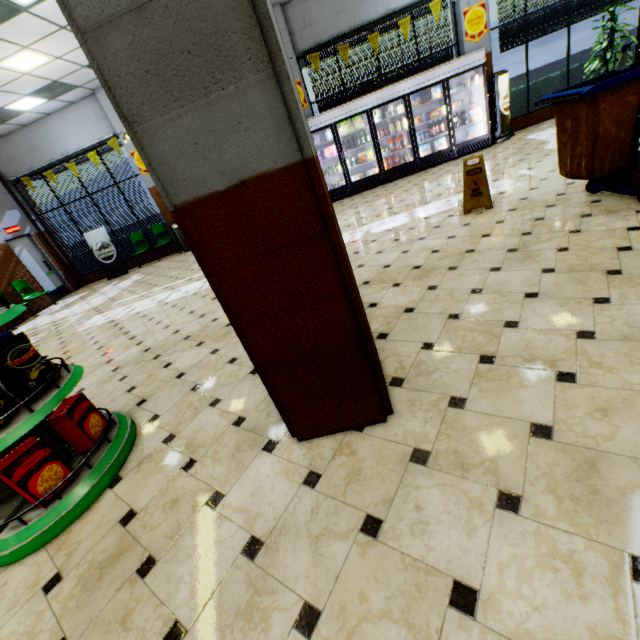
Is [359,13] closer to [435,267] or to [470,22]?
[470,22]

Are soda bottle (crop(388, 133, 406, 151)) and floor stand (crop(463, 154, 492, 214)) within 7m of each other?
yes

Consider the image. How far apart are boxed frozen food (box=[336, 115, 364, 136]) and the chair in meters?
10.3

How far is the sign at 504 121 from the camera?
8.5m

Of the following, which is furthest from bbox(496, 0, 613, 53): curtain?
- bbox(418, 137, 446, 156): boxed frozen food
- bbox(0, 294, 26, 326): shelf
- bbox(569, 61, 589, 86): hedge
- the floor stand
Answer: bbox(0, 294, 26, 326): shelf

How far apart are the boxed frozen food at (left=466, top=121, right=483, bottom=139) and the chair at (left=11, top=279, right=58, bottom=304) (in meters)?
13.17

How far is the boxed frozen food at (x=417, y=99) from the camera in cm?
855

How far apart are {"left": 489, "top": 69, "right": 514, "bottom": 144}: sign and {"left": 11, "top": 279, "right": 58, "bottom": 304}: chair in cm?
1430
